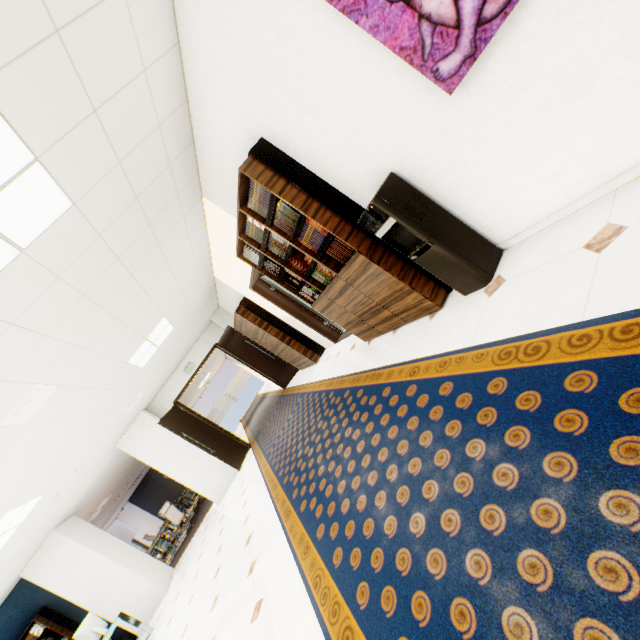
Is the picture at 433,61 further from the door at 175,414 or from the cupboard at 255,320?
the door at 175,414

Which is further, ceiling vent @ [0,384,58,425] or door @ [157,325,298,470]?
door @ [157,325,298,470]

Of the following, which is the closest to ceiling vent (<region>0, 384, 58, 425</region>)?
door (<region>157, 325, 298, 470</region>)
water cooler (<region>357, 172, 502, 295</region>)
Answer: water cooler (<region>357, 172, 502, 295</region>)

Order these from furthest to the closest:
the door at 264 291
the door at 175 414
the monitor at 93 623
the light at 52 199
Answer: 1. the door at 175 414
2. the door at 264 291
3. the monitor at 93 623
4. the light at 52 199

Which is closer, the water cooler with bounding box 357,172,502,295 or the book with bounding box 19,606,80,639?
the water cooler with bounding box 357,172,502,295

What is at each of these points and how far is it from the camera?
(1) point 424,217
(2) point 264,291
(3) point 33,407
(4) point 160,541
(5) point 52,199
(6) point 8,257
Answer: (1) water cooler, 2.4m
(2) door, 6.6m
(3) ceiling vent, 3.6m
(4) table, 11.0m
(5) light, 2.3m
(6) light, 2.2m

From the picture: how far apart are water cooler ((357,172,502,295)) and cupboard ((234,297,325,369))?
4.79m

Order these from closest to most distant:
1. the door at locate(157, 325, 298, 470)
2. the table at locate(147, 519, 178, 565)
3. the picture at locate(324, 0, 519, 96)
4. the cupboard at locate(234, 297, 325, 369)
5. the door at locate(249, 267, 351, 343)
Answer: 1. the picture at locate(324, 0, 519, 96)
2. the door at locate(249, 267, 351, 343)
3. the cupboard at locate(234, 297, 325, 369)
4. the door at locate(157, 325, 298, 470)
5. the table at locate(147, 519, 178, 565)
